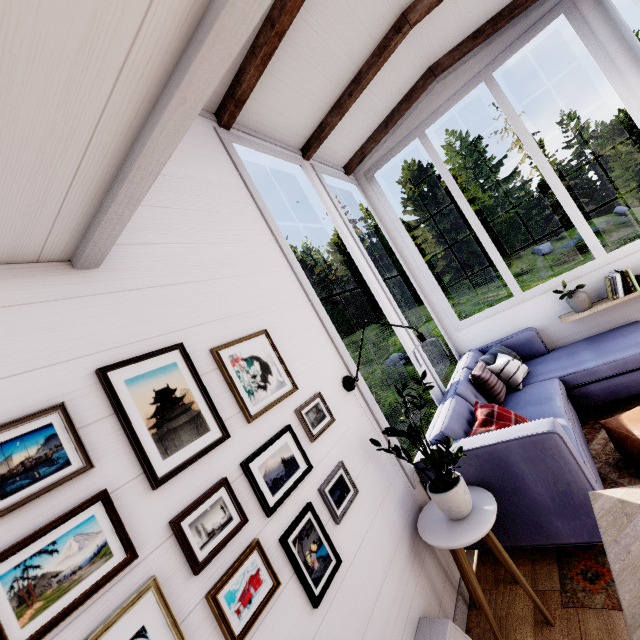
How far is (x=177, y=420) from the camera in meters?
1.2

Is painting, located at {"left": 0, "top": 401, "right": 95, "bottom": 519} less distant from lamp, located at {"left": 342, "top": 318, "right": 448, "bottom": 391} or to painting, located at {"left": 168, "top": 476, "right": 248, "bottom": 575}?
painting, located at {"left": 168, "top": 476, "right": 248, "bottom": 575}

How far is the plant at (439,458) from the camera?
1.8 meters

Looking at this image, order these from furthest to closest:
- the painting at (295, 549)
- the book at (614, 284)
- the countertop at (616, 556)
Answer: the book at (614, 284)
the painting at (295, 549)
the countertop at (616, 556)

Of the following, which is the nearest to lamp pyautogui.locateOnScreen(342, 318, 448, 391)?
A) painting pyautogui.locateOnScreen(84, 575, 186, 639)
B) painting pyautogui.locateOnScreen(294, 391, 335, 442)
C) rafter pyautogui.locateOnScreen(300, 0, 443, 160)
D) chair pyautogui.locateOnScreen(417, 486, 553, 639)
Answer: painting pyautogui.locateOnScreen(294, 391, 335, 442)

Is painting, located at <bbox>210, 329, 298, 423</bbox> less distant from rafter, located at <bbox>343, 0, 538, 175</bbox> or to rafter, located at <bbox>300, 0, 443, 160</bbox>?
rafter, located at <bbox>300, 0, 443, 160</bbox>

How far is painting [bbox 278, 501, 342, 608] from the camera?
1.29m

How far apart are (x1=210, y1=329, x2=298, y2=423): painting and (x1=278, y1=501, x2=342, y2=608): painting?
0.5m
